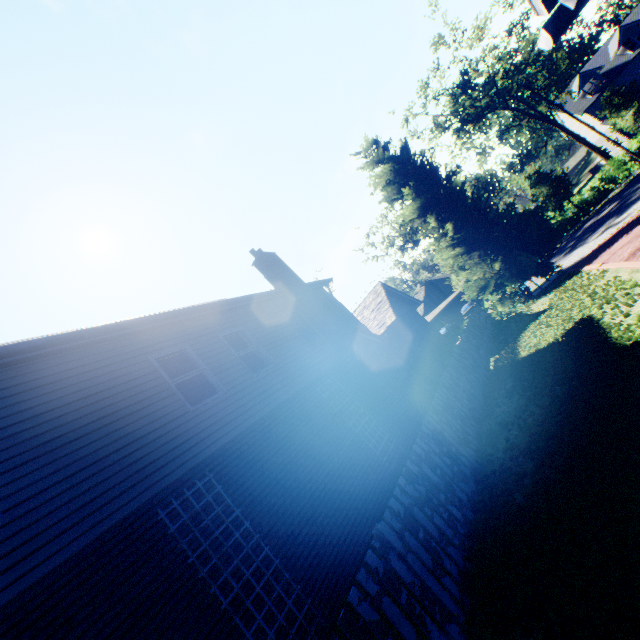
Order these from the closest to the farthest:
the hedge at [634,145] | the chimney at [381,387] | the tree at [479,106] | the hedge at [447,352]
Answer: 1. the chimney at [381,387]
2. the hedge at [447,352]
3. the hedge at [634,145]
4. the tree at [479,106]

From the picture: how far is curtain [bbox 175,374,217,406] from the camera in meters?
7.4

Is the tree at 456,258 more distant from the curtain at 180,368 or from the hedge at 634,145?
the curtain at 180,368

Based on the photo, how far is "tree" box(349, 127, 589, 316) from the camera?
17.2 meters

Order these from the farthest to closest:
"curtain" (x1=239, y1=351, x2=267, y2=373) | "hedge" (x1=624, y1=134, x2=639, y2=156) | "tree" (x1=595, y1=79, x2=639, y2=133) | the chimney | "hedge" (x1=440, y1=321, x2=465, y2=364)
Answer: "hedge" (x1=624, y1=134, x2=639, y2=156) < "tree" (x1=595, y1=79, x2=639, y2=133) < "hedge" (x1=440, y1=321, x2=465, y2=364) < the chimney < "curtain" (x1=239, y1=351, x2=267, y2=373)

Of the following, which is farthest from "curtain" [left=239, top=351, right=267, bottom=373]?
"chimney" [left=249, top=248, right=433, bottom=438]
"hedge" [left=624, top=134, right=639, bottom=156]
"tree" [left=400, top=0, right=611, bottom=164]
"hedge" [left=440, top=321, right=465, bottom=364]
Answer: "hedge" [left=624, top=134, right=639, bottom=156]

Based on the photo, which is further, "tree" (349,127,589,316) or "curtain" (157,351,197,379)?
"tree" (349,127,589,316)

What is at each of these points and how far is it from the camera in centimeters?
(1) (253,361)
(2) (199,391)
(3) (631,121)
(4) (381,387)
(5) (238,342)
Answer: (1) curtain, 943cm
(2) curtain, 773cm
(3) tree, 2538cm
(4) chimney, 1056cm
(5) curtain, 959cm
